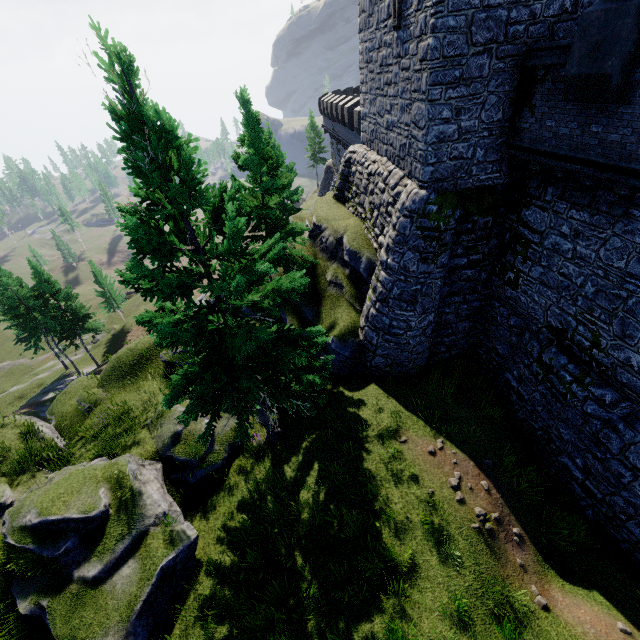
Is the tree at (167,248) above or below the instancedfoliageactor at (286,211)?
above

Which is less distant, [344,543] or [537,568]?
[537,568]

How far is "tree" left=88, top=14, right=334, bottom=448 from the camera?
6.2m

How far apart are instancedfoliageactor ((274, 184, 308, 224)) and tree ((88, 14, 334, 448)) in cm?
2486

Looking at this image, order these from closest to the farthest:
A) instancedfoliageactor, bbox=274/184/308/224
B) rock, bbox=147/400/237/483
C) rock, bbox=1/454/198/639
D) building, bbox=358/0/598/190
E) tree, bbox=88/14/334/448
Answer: tree, bbox=88/14/334/448 → rock, bbox=1/454/198/639 → building, bbox=358/0/598/190 → rock, bbox=147/400/237/483 → instancedfoliageactor, bbox=274/184/308/224

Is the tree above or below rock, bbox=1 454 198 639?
above

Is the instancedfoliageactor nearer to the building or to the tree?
the building

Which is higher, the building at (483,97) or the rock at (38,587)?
the building at (483,97)
